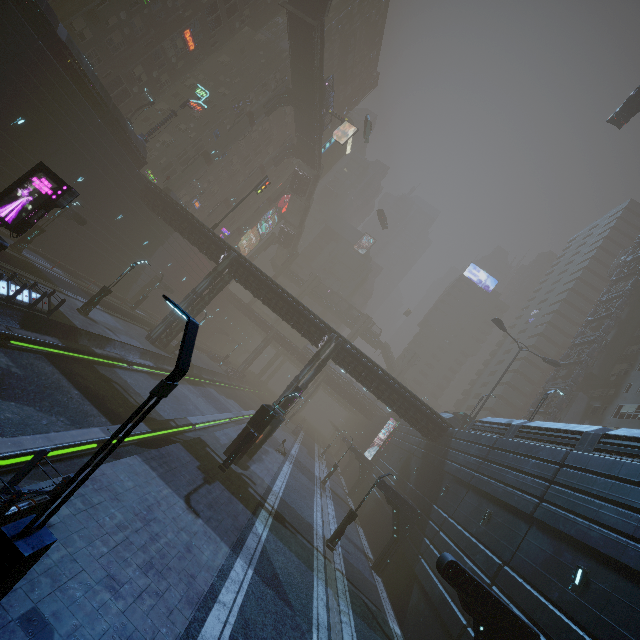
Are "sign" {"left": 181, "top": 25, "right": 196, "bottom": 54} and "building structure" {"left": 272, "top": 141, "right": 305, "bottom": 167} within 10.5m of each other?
no

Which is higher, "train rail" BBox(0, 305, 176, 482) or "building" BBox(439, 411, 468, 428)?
"building" BBox(439, 411, 468, 428)

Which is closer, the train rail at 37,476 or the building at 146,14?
the train rail at 37,476

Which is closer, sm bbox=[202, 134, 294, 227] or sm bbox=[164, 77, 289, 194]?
sm bbox=[164, 77, 289, 194]

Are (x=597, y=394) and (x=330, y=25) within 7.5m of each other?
no

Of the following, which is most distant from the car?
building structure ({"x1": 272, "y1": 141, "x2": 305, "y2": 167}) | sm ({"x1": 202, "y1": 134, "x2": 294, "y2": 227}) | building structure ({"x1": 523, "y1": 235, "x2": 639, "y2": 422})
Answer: sm ({"x1": 202, "y1": 134, "x2": 294, "y2": 227})

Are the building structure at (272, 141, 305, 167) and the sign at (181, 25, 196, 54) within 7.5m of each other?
no

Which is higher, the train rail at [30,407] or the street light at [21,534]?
the street light at [21,534]
